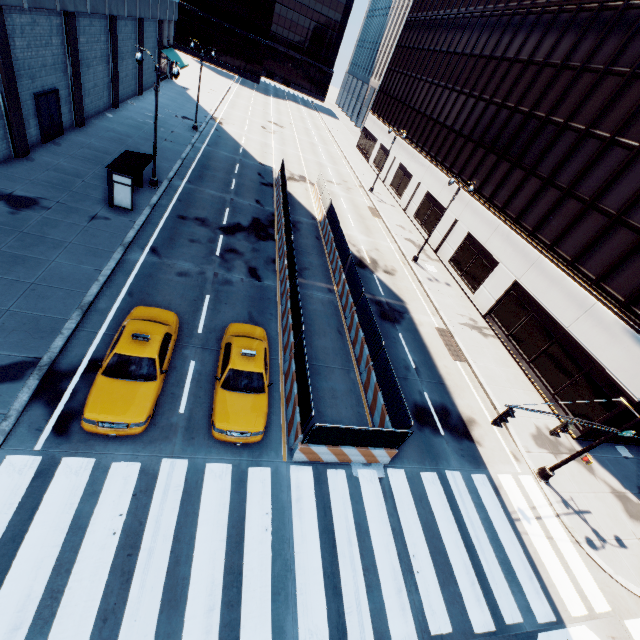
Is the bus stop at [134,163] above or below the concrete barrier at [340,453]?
above

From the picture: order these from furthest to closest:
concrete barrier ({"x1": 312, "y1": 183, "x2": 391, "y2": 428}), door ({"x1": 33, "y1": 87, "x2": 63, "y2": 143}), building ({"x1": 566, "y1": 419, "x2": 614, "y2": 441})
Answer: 1. door ({"x1": 33, "y1": 87, "x2": 63, "y2": 143})
2. building ({"x1": 566, "y1": 419, "x2": 614, "y2": 441})
3. concrete barrier ({"x1": 312, "y1": 183, "x2": 391, "y2": 428})

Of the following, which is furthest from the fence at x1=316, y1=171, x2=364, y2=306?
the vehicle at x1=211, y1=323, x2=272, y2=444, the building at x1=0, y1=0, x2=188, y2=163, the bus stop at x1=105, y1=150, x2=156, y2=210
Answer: the building at x1=0, y1=0, x2=188, y2=163

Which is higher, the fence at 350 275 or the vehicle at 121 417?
the fence at 350 275

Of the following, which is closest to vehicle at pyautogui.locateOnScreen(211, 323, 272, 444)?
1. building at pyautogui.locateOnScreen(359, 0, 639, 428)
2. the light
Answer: the light

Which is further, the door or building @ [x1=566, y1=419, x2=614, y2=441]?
the door

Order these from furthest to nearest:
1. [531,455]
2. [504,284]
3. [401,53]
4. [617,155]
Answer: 1. [401,53]
2. [504,284]
3. [617,155]
4. [531,455]

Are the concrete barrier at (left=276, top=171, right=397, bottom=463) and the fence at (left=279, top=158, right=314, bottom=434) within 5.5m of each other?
yes
